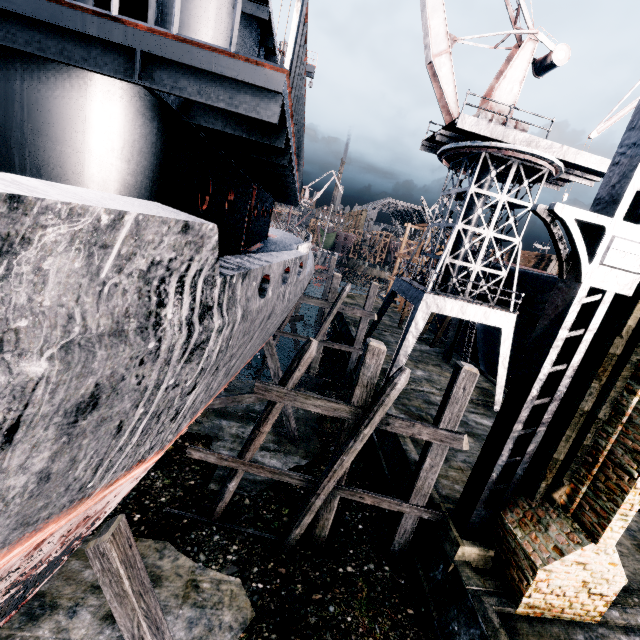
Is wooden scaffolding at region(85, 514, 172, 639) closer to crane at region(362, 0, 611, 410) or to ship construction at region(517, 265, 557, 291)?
crane at region(362, 0, 611, 410)

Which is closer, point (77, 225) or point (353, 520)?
point (77, 225)

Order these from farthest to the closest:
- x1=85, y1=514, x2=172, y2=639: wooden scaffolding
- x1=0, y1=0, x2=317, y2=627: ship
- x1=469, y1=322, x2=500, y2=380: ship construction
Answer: x1=469, y1=322, x2=500, y2=380: ship construction < x1=85, y1=514, x2=172, y2=639: wooden scaffolding < x1=0, y1=0, x2=317, y2=627: ship

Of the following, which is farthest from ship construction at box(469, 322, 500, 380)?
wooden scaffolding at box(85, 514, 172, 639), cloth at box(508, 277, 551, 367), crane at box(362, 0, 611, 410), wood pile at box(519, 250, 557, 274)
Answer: wooden scaffolding at box(85, 514, 172, 639)

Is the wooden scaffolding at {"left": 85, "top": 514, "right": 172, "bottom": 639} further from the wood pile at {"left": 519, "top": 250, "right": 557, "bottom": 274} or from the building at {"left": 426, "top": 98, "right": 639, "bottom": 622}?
the building at {"left": 426, "top": 98, "right": 639, "bottom": 622}

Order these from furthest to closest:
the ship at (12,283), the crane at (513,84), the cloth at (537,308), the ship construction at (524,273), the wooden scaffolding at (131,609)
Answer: the cloth at (537,308) → the ship construction at (524,273) → the crane at (513,84) → the wooden scaffolding at (131,609) → the ship at (12,283)

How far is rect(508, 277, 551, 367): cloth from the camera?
19.5m

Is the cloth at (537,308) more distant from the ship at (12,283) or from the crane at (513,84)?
the ship at (12,283)
